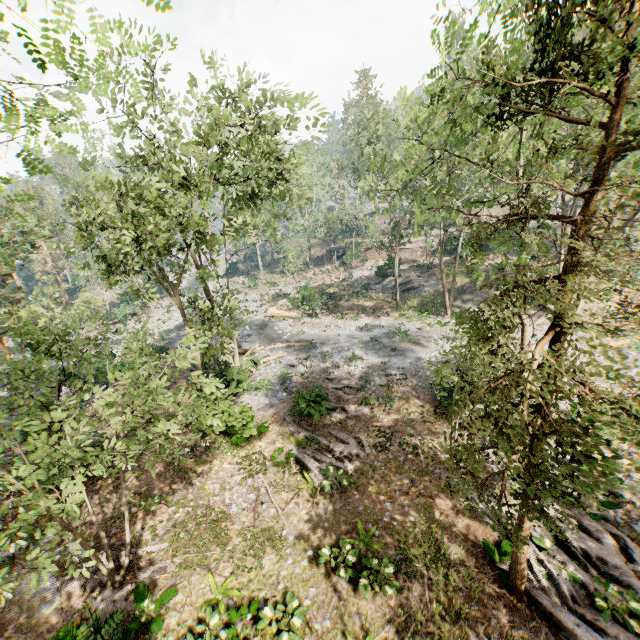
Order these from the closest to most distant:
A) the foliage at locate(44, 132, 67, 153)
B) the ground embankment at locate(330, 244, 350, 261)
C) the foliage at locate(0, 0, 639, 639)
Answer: the foliage at locate(44, 132, 67, 153), the foliage at locate(0, 0, 639, 639), the ground embankment at locate(330, 244, 350, 261)

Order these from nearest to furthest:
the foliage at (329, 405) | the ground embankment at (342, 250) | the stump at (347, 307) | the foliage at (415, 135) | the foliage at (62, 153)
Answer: the foliage at (62, 153) → the foliage at (415, 135) → the foliage at (329, 405) → the stump at (347, 307) → the ground embankment at (342, 250)

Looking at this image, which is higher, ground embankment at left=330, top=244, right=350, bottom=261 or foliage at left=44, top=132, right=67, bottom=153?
foliage at left=44, top=132, right=67, bottom=153

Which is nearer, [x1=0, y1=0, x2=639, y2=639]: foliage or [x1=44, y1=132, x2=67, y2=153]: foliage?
[x1=44, y1=132, x2=67, y2=153]: foliage

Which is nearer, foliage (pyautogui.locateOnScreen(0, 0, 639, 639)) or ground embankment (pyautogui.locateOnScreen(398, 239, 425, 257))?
foliage (pyautogui.locateOnScreen(0, 0, 639, 639))

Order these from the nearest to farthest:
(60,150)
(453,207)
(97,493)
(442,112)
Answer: (60,150)
(442,112)
(453,207)
(97,493)

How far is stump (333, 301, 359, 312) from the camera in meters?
35.3

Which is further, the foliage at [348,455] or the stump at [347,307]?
the stump at [347,307]
